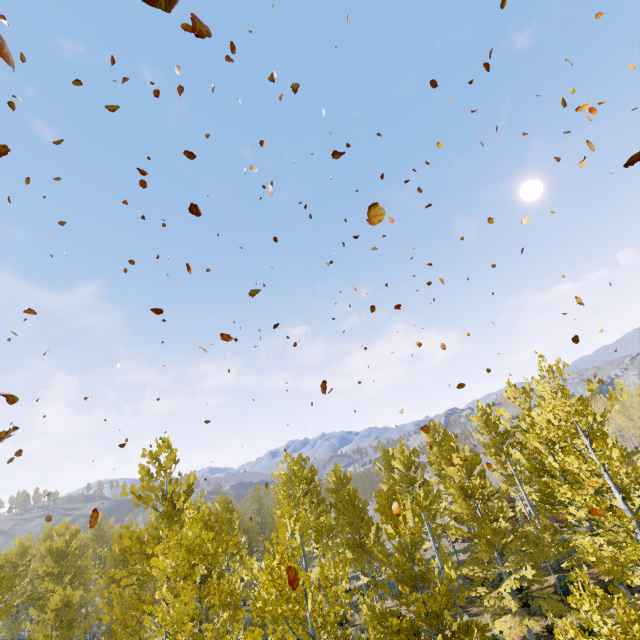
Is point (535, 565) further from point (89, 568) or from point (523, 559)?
point (89, 568)
